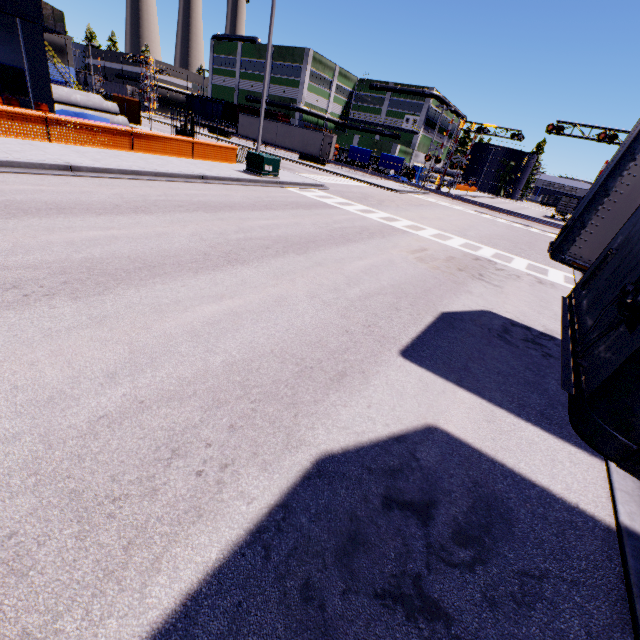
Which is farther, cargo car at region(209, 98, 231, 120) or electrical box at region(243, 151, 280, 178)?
cargo car at region(209, 98, 231, 120)

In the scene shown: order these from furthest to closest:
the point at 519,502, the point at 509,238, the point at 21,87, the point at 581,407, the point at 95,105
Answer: the point at 95,105 → the point at 509,238 → the point at 21,87 → the point at 519,502 → the point at 581,407

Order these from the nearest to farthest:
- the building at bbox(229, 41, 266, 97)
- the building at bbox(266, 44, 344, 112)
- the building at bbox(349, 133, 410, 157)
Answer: the building at bbox(266, 44, 344, 112)
the building at bbox(349, 133, 410, 157)
the building at bbox(229, 41, 266, 97)

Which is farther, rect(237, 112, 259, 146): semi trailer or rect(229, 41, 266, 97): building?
rect(229, 41, 266, 97): building

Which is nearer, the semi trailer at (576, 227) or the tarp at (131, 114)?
the semi trailer at (576, 227)

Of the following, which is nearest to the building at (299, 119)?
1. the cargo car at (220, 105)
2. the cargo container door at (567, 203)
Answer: the cargo car at (220, 105)

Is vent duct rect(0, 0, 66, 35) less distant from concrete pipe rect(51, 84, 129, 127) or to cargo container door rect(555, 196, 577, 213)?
concrete pipe rect(51, 84, 129, 127)

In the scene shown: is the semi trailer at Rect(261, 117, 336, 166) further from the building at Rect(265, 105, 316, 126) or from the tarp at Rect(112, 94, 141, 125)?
the tarp at Rect(112, 94, 141, 125)
